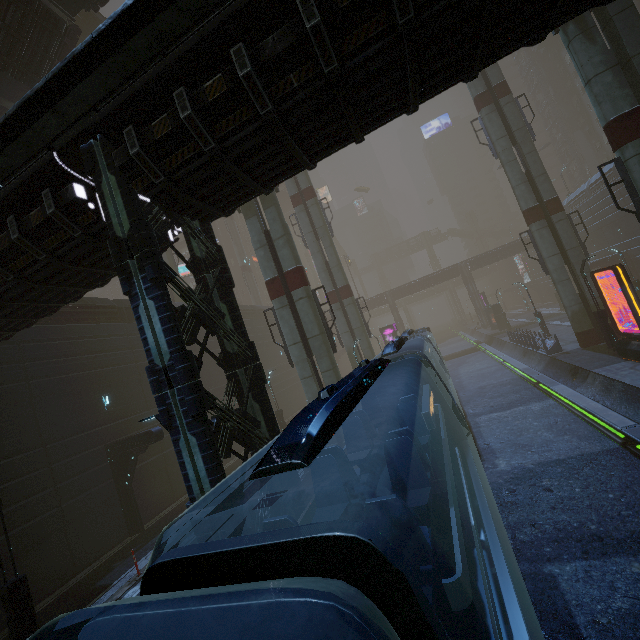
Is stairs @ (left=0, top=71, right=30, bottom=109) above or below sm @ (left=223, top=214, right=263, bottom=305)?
above

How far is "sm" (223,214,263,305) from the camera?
48.7m

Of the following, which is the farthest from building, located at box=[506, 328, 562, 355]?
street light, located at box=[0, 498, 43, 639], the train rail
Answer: street light, located at box=[0, 498, 43, 639]

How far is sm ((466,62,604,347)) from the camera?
21.22m

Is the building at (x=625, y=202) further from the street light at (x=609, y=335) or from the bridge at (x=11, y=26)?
the bridge at (x=11, y=26)

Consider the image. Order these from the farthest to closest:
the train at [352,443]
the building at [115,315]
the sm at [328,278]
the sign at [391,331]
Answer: the sign at [391,331]
the sm at [328,278]
the building at [115,315]
the train at [352,443]

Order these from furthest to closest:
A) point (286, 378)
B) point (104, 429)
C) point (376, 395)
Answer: point (286, 378), point (104, 429), point (376, 395)

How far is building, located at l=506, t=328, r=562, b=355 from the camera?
22.91m
